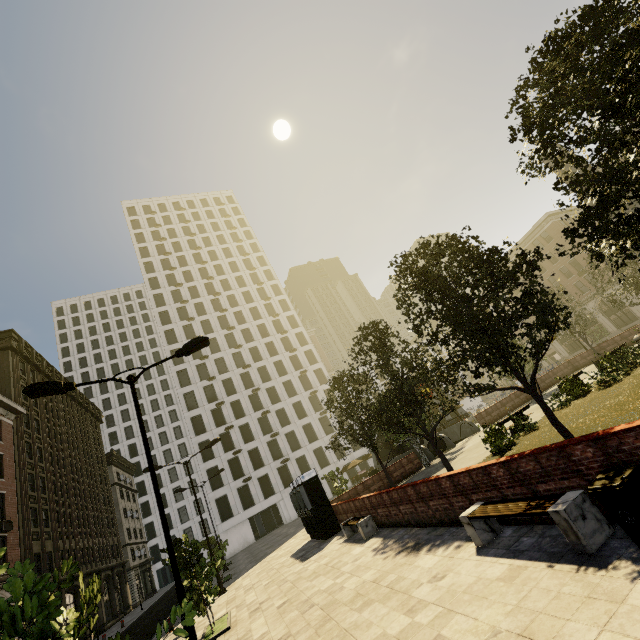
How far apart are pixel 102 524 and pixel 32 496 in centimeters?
1788cm

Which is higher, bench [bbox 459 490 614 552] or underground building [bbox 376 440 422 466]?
underground building [bbox 376 440 422 466]

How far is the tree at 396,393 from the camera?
9.00m

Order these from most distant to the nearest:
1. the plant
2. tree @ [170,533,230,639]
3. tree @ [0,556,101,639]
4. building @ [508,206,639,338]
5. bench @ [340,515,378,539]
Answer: building @ [508,206,639,338], bench @ [340,515,378,539], the plant, tree @ [170,533,230,639], tree @ [0,556,101,639]

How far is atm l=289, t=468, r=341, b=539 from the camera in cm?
1688

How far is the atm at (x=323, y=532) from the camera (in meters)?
16.88

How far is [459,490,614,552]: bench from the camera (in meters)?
4.65

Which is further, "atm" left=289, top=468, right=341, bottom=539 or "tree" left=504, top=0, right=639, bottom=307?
"atm" left=289, top=468, right=341, bottom=539
